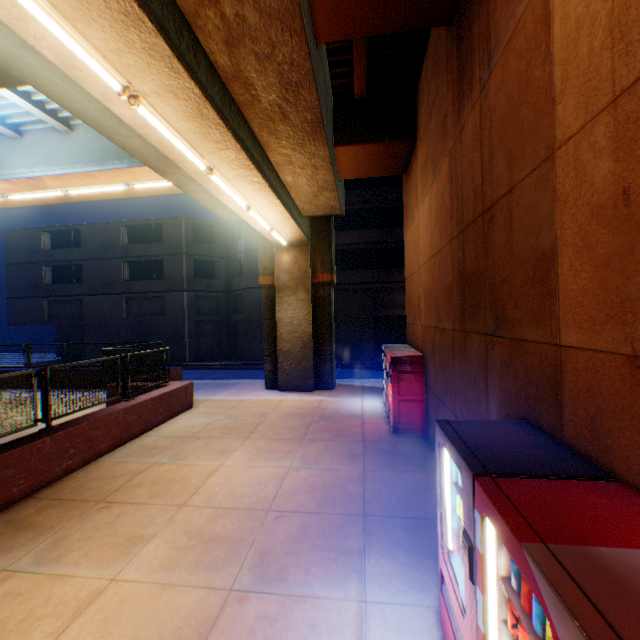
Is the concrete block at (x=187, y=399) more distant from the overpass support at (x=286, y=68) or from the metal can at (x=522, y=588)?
the metal can at (x=522, y=588)

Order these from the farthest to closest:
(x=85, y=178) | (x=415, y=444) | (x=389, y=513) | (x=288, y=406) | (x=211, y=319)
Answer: (x=211, y=319) → (x=288, y=406) → (x=85, y=178) → (x=415, y=444) → (x=389, y=513)

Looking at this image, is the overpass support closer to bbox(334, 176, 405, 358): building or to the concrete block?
the concrete block

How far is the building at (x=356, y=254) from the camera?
23.91m

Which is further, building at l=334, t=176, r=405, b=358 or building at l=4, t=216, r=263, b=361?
building at l=4, t=216, r=263, b=361

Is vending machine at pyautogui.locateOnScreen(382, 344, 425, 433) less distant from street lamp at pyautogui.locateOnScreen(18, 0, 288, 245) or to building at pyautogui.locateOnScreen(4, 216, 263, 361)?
street lamp at pyautogui.locateOnScreen(18, 0, 288, 245)

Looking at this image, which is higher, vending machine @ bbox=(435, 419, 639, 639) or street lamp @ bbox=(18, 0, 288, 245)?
street lamp @ bbox=(18, 0, 288, 245)

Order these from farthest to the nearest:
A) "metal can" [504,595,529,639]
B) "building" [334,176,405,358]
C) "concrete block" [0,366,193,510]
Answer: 1. "building" [334,176,405,358]
2. "concrete block" [0,366,193,510]
3. "metal can" [504,595,529,639]
